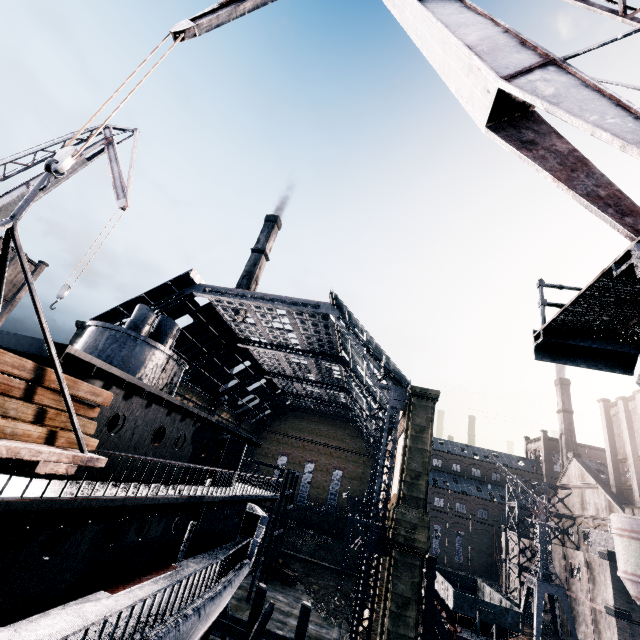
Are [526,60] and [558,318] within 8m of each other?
yes

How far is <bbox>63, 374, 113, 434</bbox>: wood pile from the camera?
Result: 6.7m

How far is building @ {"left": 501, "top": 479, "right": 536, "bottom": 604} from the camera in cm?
4388

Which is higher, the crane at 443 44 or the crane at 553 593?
the crane at 443 44

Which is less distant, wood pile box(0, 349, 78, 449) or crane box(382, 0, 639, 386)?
crane box(382, 0, 639, 386)

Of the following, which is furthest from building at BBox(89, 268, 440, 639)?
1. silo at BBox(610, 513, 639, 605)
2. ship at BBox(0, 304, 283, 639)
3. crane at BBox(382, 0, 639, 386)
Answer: ship at BBox(0, 304, 283, 639)

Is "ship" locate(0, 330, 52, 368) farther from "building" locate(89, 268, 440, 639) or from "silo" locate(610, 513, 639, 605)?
"building" locate(89, 268, 440, 639)

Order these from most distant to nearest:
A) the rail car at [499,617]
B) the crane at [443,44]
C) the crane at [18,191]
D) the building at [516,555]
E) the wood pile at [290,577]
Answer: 1. the building at [516,555]
2. the wood pile at [290,577]
3. the rail car at [499,617]
4. the crane at [18,191]
5. the crane at [443,44]
